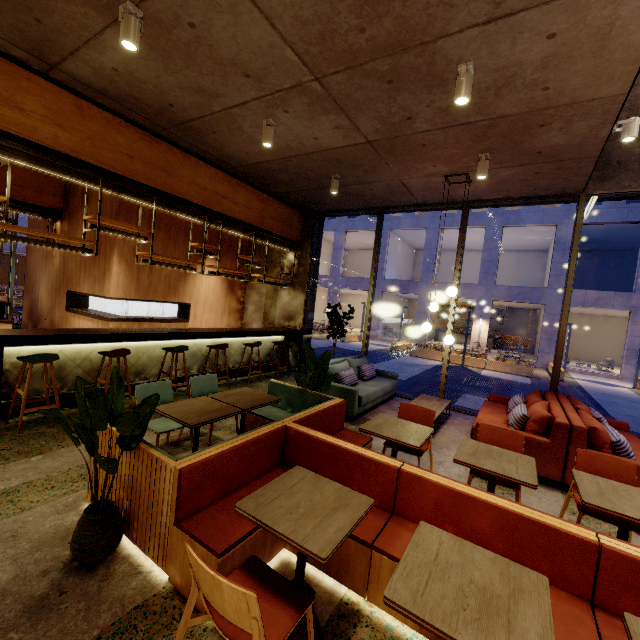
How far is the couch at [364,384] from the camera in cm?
569

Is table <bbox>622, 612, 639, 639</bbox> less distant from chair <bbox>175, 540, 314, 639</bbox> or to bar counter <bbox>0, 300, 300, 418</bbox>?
chair <bbox>175, 540, 314, 639</bbox>

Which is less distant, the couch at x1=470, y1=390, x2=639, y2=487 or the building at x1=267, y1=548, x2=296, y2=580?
the building at x1=267, y1=548, x2=296, y2=580

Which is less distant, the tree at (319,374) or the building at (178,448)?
the building at (178,448)

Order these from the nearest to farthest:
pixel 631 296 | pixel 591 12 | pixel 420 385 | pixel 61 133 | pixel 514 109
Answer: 1. pixel 591 12
2. pixel 514 109
3. pixel 61 133
4. pixel 420 385
5. pixel 631 296

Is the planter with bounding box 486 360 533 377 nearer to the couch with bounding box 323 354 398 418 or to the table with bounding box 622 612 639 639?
the couch with bounding box 323 354 398 418

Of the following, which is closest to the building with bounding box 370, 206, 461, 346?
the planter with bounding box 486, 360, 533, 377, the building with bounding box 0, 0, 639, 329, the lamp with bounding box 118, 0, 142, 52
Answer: the planter with bounding box 486, 360, 533, 377

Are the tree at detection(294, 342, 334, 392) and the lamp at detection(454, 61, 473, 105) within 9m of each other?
yes
